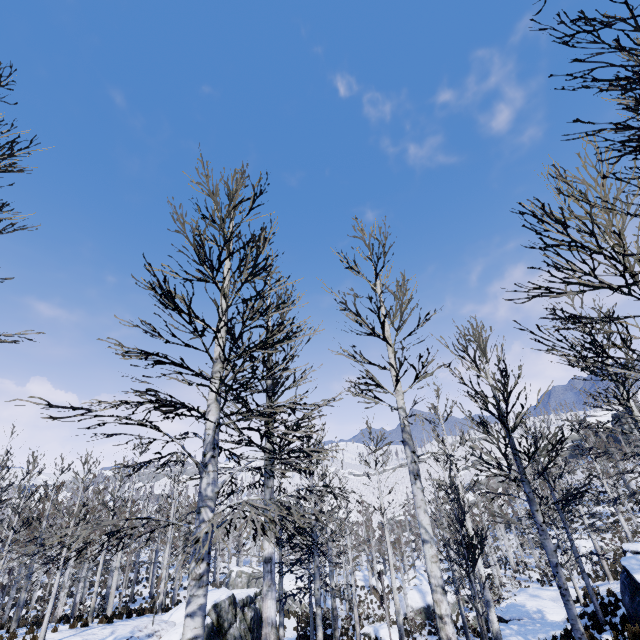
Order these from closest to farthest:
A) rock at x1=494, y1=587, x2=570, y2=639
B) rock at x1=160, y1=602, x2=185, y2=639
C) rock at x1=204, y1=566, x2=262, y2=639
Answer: rock at x1=160, y1=602, x2=185, y2=639
rock at x1=204, y1=566, x2=262, y2=639
rock at x1=494, y1=587, x2=570, y2=639

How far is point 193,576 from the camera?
4.4m

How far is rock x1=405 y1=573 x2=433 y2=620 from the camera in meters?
28.2

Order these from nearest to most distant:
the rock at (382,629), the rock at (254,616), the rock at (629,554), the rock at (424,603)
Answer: the rock at (629,554) → the rock at (254,616) → the rock at (382,629) → the rock at (424,603)

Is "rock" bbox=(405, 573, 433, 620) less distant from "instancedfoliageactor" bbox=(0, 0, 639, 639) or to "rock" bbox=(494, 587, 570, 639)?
"instancedfoliageactor" bbox=(0, 0, 639, 639)

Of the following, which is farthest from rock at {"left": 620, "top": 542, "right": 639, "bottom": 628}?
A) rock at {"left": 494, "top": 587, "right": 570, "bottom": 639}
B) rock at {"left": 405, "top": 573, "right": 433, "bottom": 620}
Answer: rock at {"left": 405, "top": 573, "right": 433, "bottom": 620}

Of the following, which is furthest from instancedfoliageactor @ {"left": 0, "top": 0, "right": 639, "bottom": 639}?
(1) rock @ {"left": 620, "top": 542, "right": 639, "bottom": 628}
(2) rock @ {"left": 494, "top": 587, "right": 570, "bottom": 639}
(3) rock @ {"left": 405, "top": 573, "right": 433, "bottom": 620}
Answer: (1) rock @ {"left": 620, "top": 542, "right": 639, "bottom": 628}

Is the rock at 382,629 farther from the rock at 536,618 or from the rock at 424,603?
the rock at 536,618
